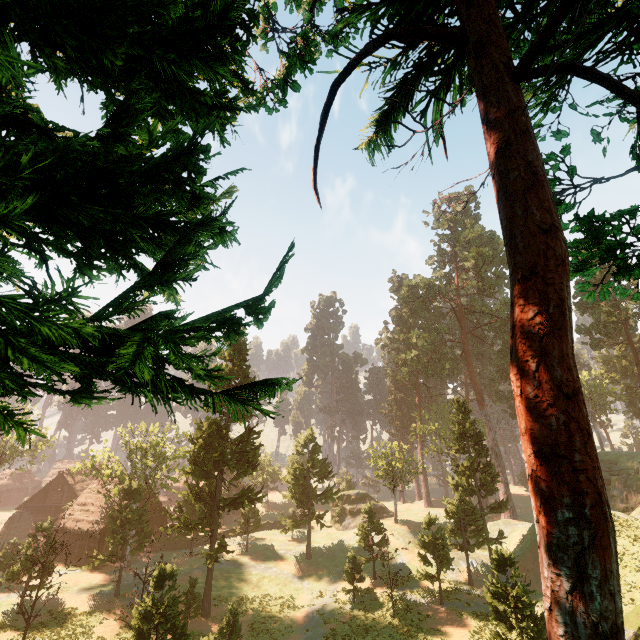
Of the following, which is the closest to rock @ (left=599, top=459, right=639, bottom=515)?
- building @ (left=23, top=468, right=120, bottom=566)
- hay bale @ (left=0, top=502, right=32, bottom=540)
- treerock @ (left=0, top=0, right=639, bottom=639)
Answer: treerock @ (left=0, top=0, right=639, bottom=639)

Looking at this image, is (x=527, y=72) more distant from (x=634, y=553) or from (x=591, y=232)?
(x=634, y=553)

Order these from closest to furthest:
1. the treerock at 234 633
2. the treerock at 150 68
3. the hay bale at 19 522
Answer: the treerock at 150 68
the treerock at 234 633
the hay bale at 19 522

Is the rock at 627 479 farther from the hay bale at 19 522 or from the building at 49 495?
the hay bale at 19 522

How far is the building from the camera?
33.7m

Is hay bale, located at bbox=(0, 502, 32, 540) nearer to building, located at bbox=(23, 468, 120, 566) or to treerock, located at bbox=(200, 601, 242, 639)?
building, located at bbox=(23, 468, 120, 566)

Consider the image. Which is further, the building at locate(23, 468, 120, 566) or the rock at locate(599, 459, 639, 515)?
the rock at locate(599, 459, 639, 515)
